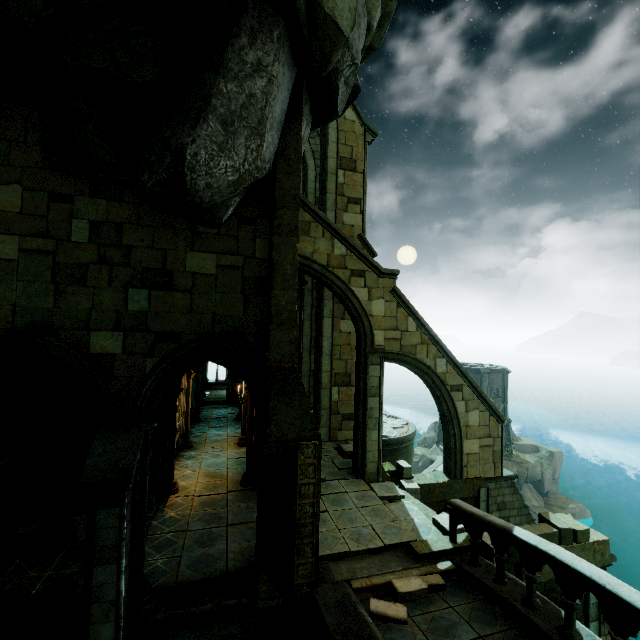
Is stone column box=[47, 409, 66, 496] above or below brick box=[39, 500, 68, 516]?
above

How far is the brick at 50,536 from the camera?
7.4 meters

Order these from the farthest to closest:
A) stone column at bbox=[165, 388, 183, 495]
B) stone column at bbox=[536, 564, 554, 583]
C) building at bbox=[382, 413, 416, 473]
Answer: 1. building at bbox=[382, 413, 416, 473]
2. stone column at bbox=[165, 388, 183, 495]
3. stone column at bbox=[536, 564, 554, 583]

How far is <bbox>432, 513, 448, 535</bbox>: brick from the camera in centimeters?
Result: 839cm

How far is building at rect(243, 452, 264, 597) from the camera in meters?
6.3 m

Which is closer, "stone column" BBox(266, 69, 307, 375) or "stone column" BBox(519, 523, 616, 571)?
"stone column" BBox(266, 69, 307, 375)

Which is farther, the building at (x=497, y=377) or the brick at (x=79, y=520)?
the building at (x=497, y=377)

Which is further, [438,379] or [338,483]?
[438,379]
